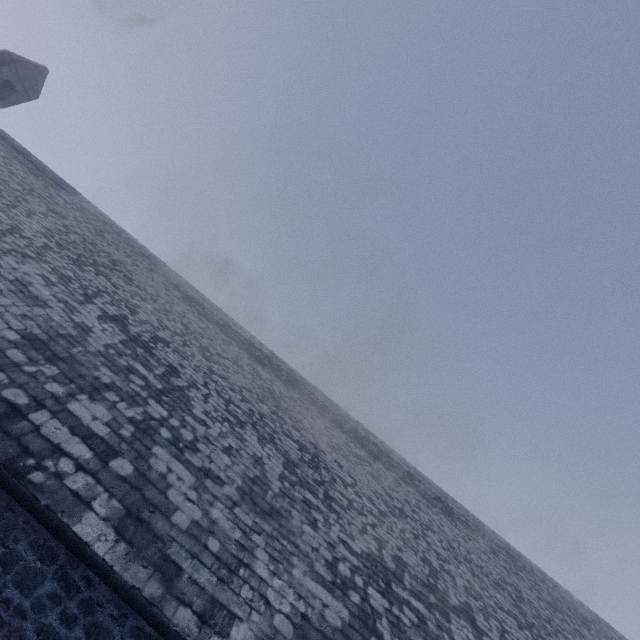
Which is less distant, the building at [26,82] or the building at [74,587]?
the building at [74,587]

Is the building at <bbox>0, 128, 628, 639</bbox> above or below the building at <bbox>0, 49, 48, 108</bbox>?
below

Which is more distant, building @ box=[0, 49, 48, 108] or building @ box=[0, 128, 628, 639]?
building @ box=[0, 49, 48, 108]

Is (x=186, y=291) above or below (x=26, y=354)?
above

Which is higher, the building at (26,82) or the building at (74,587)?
the building at (26,82)
